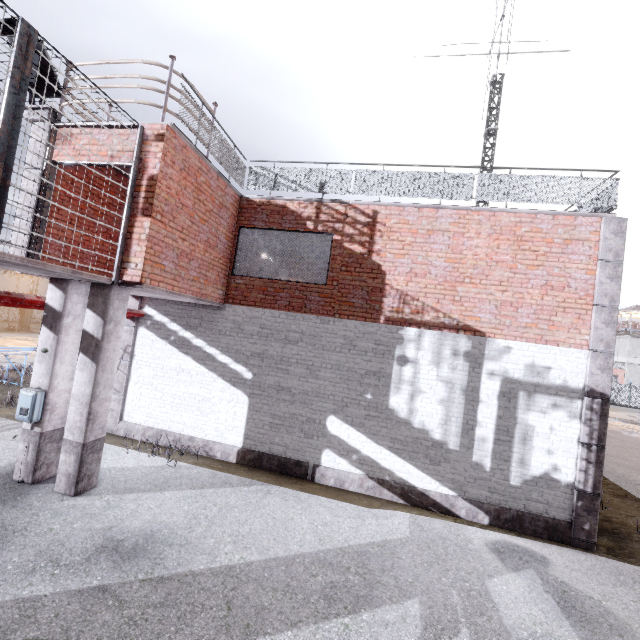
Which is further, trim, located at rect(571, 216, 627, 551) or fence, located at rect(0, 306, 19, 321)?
fence, located at rect(0, 306, 19, 321)

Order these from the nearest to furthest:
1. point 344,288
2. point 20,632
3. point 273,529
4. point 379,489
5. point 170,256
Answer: point 20,632, point 273,529, point 170,256, point 379,489, point 344,288

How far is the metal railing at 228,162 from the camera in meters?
6.4 m

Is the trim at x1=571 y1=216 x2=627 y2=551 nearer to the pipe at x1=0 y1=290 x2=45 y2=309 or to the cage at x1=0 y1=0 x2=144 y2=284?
the cage at x1=0 y1=0 x2=144 y2=284

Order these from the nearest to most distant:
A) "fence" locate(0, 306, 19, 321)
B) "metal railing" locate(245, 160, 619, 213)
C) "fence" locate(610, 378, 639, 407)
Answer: "metal railing" locate(245, 160, 619, 213)
"fence" locate(0, 306, 19, 321)
"fence" locate(610, 378, 639, 407)

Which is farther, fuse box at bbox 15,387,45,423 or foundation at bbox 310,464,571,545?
foundation at bbox 310,464,571,545

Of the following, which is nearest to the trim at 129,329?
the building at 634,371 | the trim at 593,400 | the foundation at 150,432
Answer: the foundation at 150,432

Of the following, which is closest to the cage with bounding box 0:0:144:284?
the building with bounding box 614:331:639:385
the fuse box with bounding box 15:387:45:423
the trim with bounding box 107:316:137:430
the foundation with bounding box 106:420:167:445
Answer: the trim with bounding box 107:316:137:430
